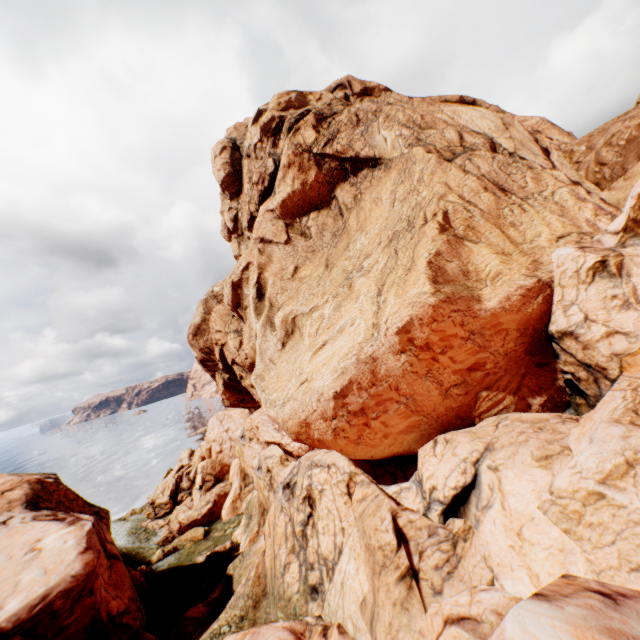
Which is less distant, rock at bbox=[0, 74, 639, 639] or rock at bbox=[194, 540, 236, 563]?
rock at bbox=[0, 74, 639, 639]

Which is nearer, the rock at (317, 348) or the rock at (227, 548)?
the rock at (317, 348)

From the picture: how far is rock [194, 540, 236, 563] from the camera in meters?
27.7 m

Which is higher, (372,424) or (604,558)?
(372,424)

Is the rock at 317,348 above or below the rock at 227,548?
above

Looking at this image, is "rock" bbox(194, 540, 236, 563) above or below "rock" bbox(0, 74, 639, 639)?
below
